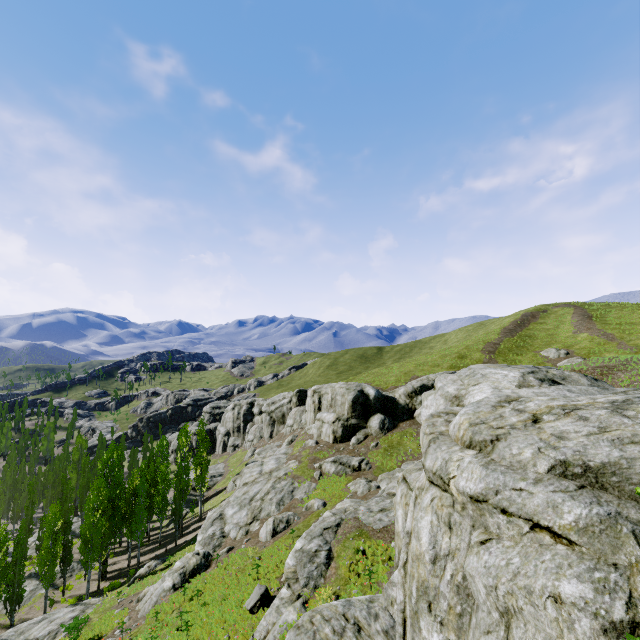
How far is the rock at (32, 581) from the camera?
34.4 meters

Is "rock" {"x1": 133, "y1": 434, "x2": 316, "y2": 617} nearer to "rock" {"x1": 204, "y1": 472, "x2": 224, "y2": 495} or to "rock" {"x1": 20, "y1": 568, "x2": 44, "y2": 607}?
"rock" {"x1": 204, "y1": 472, "x2": 224, "y2": 495}

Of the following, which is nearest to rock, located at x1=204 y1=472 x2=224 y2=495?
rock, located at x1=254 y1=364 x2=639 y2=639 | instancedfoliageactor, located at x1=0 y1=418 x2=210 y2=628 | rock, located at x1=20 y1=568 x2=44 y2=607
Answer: instancedfoliageactor, located at x1=0 y1=418 x2=210 y2=628

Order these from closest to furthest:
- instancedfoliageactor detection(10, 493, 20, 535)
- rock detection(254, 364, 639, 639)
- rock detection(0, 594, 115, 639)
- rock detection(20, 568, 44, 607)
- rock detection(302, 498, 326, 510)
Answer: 1. rock detection(254, 364, 639, 639)
2. rock detection(0, 594, 115, 639)
3. rock detection(302, 498, 326, 510)
4. rock detection(20, 568, 44, 607)
5. instancedfoliageactor detection(10, 493, 20, 535)

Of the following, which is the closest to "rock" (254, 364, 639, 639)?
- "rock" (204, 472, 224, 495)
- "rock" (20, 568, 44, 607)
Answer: "rock" (204, 472, 224, 495)

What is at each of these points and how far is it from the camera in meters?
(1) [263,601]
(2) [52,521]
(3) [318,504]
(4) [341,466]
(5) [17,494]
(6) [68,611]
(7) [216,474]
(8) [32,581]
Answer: (1) rock, 15.9 m
(2) instancedfoliageactor, 31.8 m
(3) rock, 26.7 m
(4) rock, 31.3 m
(5) instancedfoliageactor, 57.9 m
(6) rock, 24.7 m
(7) rock, 58.5 m
(8) rock, 36.4 m

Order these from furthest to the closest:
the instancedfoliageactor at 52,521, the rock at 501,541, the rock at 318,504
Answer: the instancedfoliageactor at 52,521
the rock at 318,504
the rock at 501,541
